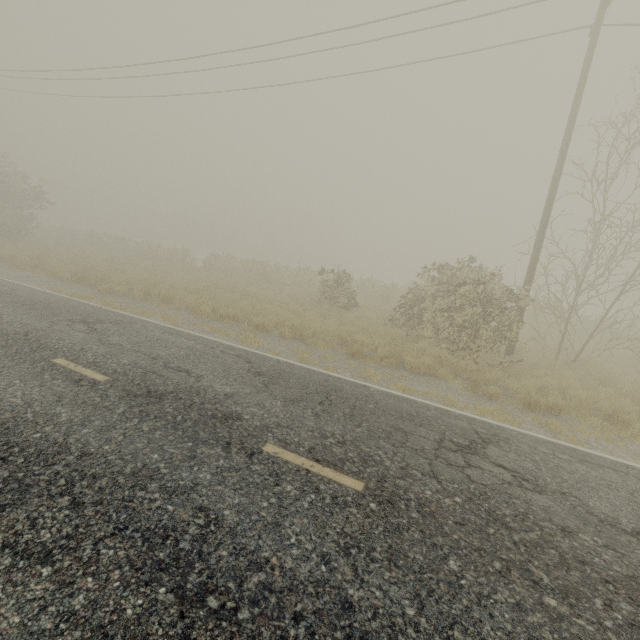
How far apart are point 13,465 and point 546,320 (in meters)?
15.65
